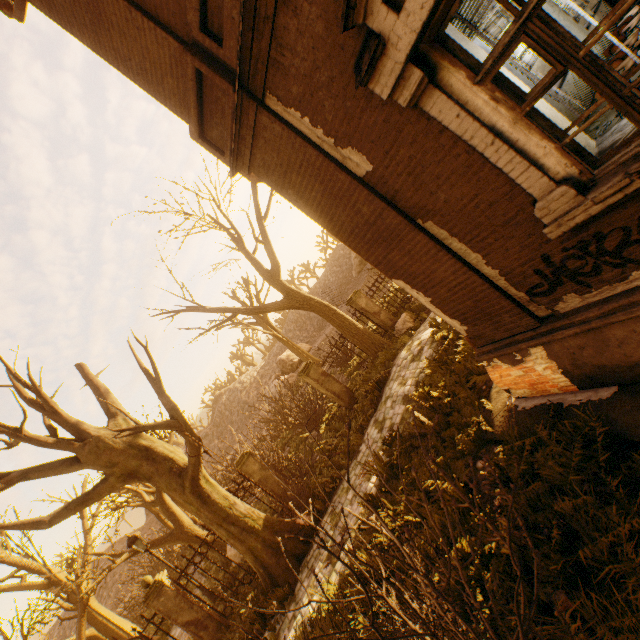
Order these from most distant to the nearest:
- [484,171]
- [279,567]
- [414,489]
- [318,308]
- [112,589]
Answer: [112,589] → [318,308] → [279,567] → [414,489] → [484,171]

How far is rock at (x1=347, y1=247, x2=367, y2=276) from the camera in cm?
4571

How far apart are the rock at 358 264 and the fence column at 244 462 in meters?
37.9 m

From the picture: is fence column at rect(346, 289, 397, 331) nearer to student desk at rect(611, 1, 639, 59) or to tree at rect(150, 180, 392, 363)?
student desk at rect(611, 1, 639, 59)

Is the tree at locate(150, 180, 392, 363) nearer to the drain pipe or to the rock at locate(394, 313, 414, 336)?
the drain pipe

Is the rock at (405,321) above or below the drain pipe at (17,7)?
below

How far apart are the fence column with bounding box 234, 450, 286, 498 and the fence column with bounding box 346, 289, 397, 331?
7.35m

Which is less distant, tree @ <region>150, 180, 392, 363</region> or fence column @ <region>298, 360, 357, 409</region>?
tree @ <region>150, 180, 392, 363</region>
